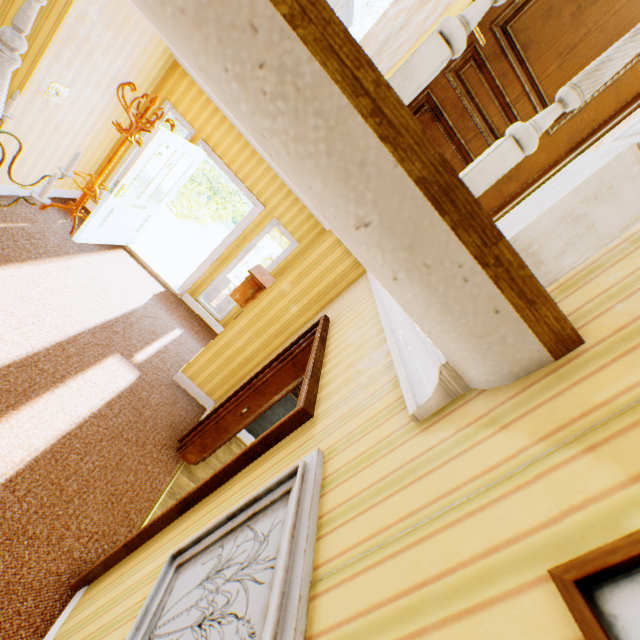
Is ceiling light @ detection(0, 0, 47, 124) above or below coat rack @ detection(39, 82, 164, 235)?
above

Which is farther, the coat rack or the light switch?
the coat rack

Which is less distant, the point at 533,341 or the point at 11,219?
the point at 533,341

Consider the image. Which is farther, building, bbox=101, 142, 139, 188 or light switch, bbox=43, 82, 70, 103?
building, bbox=101, 142, 139, 188

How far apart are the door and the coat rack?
0.1 meters

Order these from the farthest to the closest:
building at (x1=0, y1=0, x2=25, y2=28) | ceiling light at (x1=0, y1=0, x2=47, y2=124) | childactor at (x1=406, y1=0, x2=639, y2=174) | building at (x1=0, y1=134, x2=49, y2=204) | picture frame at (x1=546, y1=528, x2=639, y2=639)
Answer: building at (x1=0, y1=134, x2=49, y2=204)
building at (x1=0, y1=0, x2=25, y2=28)
childactor at (x1=406, y1=0, x2=639, y2=174)
ceiling light at (x1=0, y1=0, x2=47, y2=124)
picture frame at (x1=546, y1=528, x2=639, y2=639)

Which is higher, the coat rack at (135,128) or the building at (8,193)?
the coat rack at (135,128)

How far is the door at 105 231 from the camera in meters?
4.3 m
